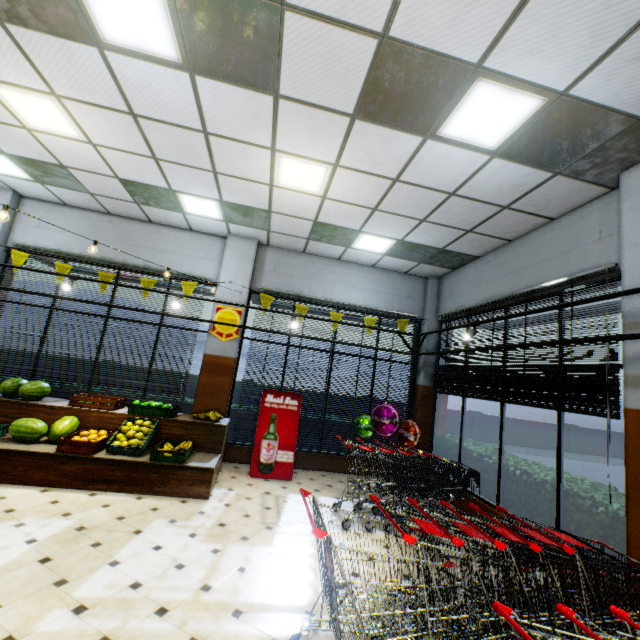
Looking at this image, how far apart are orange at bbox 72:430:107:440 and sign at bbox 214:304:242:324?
2.64m

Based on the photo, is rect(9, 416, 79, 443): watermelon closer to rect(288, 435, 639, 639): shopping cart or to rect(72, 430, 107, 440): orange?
rect(72, 430, 107, 440): orange

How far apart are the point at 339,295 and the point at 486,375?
3.7 meters

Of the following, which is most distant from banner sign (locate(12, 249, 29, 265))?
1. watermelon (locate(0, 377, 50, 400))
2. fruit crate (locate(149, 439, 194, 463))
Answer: fruit crate (locate(149, 439, 194, 463))

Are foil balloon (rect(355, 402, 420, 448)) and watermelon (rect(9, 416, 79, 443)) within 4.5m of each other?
no

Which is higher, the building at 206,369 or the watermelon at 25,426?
the building at 206,369

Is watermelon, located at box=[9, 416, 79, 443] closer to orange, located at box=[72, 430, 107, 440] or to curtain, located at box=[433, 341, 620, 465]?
orange, located at box=[72, 430, 107, 440]

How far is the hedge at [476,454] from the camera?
5.61m
